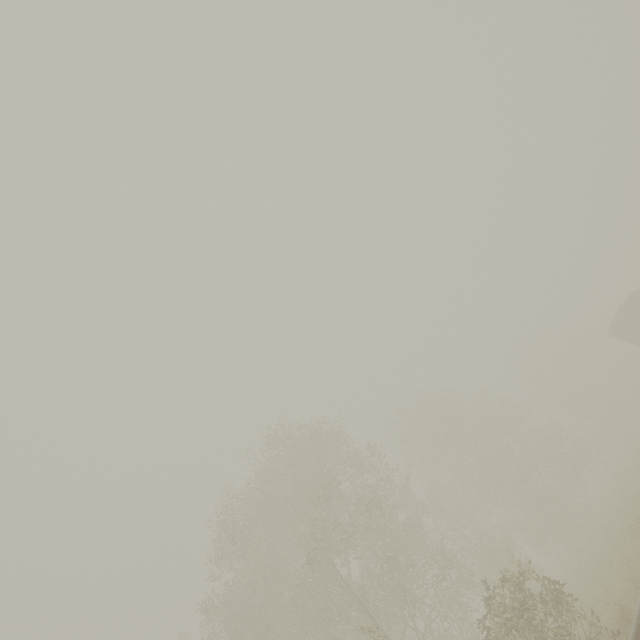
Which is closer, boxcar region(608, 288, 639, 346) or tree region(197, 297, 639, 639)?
tree region(197, 297, 639, 639)

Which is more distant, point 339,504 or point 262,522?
point 339,504

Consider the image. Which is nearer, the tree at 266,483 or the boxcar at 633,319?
the tree at 266,483
